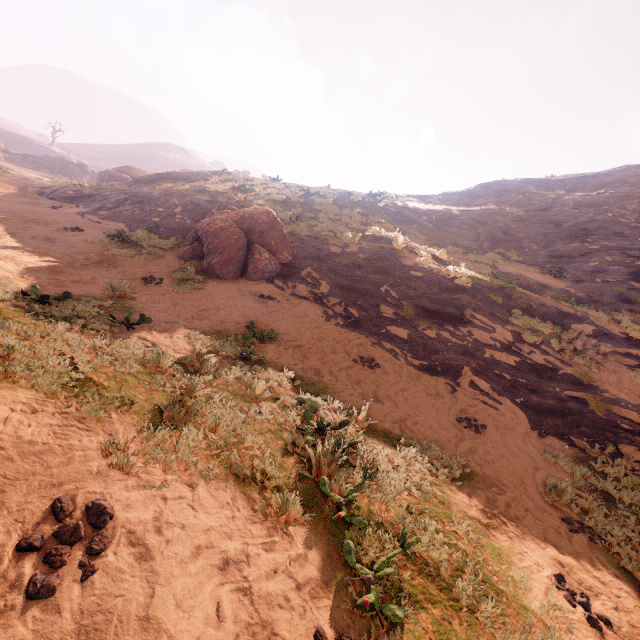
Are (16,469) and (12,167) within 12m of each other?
no

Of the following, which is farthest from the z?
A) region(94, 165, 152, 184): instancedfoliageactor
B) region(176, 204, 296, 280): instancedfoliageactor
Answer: region(94, 165, 152, 184): instancedfoliageactor

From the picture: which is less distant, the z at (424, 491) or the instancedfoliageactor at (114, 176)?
the z at (424, 491)

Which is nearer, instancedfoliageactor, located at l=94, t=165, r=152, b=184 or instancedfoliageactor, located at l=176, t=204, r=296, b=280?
instancedfoliageactor, located at l=176, t=204, r=296, b=280

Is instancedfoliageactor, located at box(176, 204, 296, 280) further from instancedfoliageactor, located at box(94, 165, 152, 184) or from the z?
instancedfoliageactor, located at box(94, 165, 152, 184)

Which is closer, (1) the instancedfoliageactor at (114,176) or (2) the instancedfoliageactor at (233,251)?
(2) the instancedfoliageactor at (233,251)
